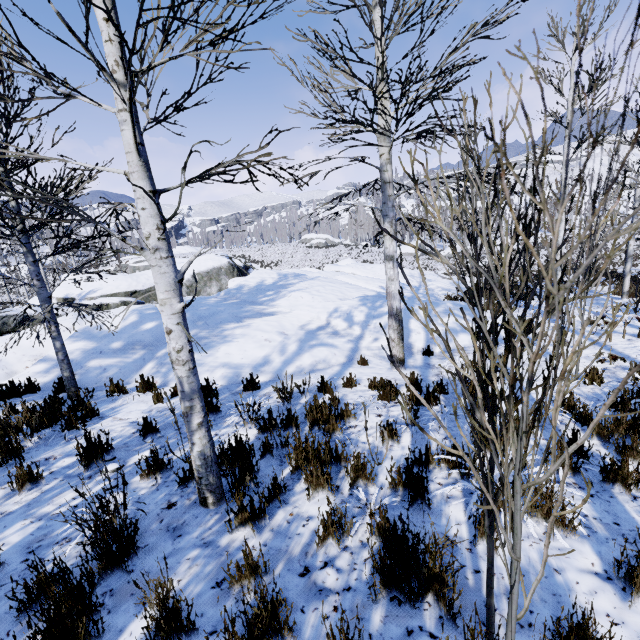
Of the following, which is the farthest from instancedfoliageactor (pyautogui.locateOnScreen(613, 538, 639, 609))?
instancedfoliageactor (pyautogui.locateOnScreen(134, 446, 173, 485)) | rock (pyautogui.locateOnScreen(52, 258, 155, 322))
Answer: rock (pyautogui.locateOnScreen(52, 258, 155, 322))

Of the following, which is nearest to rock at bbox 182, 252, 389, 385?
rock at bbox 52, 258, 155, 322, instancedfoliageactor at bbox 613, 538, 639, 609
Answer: instancedfoliageactor at bbox 613, 538, 639, 609

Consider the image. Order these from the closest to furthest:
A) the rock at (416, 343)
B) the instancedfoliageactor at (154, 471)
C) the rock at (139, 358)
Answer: the instancedfoliageactor at (154, 471) < the rock at (139, 358) < the rock at (416, 343)

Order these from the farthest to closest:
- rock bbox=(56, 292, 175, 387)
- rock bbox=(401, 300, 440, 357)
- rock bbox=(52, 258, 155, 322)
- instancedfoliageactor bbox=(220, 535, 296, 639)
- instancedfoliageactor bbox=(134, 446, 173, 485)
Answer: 1. rock bbox=(52, 258, 155, 322)
2. rock bbox=(401, 300, 440, 357)
3. rock bbox=(56, 292, 175, 387)
4. instancedfoliageactor bbox=(134, 446, 173, 485)
5. instancedfoliageactor bbox=(220, 535, 296, 639)

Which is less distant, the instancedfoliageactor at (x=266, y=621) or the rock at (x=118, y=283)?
the instancedfoliageactor at (x=266, y=621)

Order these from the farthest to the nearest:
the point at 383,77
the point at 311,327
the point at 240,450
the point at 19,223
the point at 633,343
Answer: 1. the point at 311,327
2. the point at 633,343
3. the point at 383,77
4. the point at 19,223
5. the point at 240,450

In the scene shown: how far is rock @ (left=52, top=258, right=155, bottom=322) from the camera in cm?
1573

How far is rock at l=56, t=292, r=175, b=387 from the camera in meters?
6.8
